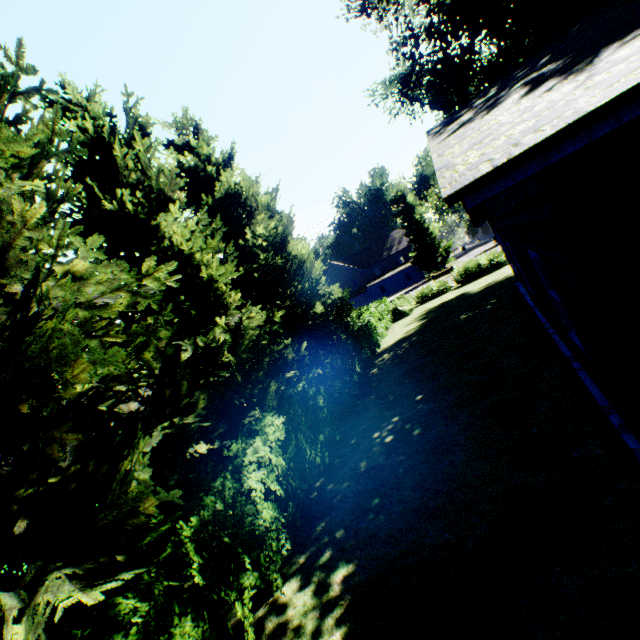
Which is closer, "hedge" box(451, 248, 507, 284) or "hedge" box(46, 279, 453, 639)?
"hedge" box(46, 279, 453, 639)

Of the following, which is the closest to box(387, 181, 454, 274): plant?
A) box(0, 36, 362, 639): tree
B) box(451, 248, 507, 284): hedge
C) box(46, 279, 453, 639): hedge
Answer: box(0, 36, 362, 639): tree

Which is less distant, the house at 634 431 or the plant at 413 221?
the house at 634 431

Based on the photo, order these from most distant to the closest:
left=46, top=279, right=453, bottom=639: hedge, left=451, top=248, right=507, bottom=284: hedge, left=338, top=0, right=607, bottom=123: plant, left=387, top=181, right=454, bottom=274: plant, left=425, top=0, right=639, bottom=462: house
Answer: left=387, top=181, right=454, bottom=274: plant
left=451, top=248, right=507, bottom=284: hedge
left=338, top=0, right=607, bottom=123: plant
left=46, top=279, right=453, bottom=639: hedge
left=425, top=0, right=639, bottom=462: house

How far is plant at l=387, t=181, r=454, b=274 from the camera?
49.7m

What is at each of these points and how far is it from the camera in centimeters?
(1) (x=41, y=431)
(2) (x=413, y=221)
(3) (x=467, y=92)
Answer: (1) tree, 377cm
(2) plant, 4953cm
(3) plant, 2062cm

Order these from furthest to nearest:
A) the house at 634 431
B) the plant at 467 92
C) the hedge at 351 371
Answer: the plant at 467 92
the hedge at 351 371
the house at 634 431

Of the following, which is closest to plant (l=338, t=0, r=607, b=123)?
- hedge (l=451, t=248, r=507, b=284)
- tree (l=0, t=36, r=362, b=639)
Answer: tree (l=0, t=36, r=362, b=639)
